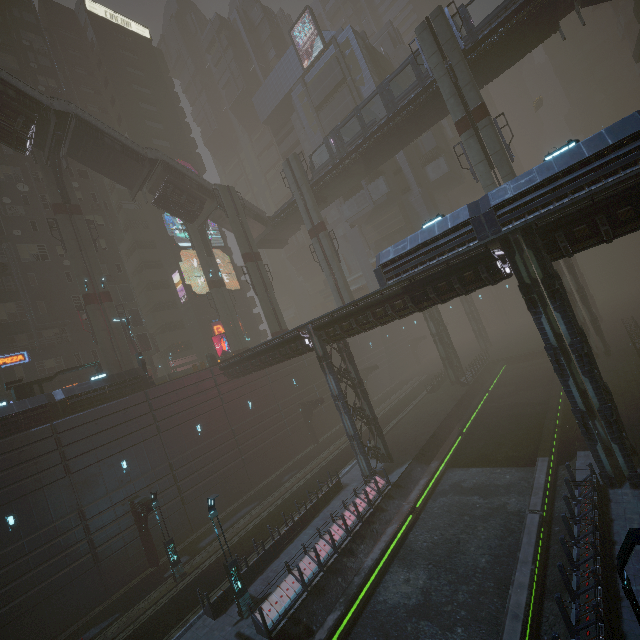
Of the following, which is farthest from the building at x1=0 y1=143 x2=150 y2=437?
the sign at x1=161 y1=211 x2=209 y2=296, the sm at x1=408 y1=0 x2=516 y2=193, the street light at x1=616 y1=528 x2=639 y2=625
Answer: the sm at x1=408 y1=0 x2=516 y2=193

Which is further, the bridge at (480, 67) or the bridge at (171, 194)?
the bridge at (171, 194)

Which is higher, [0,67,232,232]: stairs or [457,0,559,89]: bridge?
[0,67,232,232]: stairs

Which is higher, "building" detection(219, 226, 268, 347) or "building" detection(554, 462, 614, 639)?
"building" detection(219, 226, 268, 347)

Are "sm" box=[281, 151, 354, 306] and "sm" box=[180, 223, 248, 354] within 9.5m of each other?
no

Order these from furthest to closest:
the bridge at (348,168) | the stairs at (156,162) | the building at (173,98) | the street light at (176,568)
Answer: the building at (173,98)
the bridge at (348,168)
the stairs at (156,162)
the street light at (176,568)

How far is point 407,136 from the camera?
31.3 meters

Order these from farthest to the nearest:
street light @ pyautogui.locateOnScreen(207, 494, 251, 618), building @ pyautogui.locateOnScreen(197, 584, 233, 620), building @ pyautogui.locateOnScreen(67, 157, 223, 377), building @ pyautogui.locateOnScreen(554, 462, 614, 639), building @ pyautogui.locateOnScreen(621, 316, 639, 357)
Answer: building @ pyautogui.locateOnScreen(67, 157, 223, 377) → building @ pyautogui.locateOnScreen(621, 316, 639, 357) → building @ pyautogui.locateOnScreen(197, 584, 233, 620) → street light @ pyautogui.locateOnScreen(207, 494, 251, 618) → building @ pyautogui.locateOnScreen(554, 462, 614, 639)
